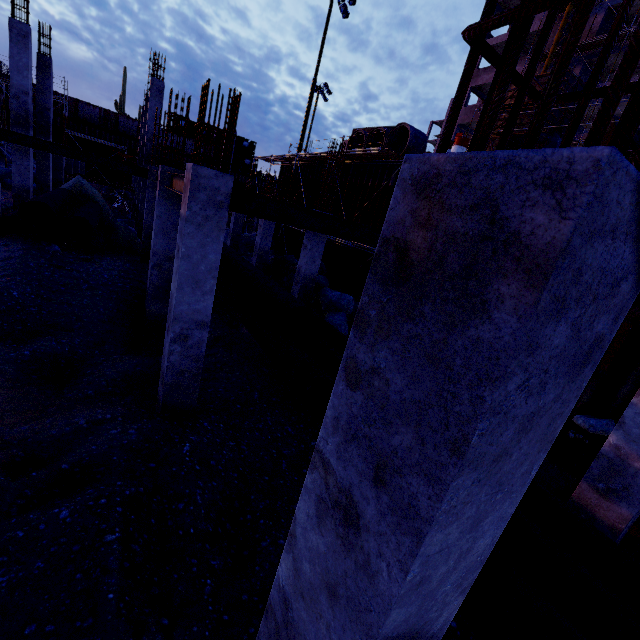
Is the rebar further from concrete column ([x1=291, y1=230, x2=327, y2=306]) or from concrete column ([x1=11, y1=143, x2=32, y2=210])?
concrete column ([x1=11, y1=143, x2=32, y2=210])

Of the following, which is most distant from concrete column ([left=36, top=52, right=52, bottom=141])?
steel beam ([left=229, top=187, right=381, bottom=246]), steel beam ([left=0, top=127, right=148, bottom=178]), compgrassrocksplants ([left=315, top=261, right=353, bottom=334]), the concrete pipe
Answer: steel beam ([left=229, top=187, right=381, bottom=246])

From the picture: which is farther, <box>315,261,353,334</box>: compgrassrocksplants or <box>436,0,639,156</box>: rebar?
<box>315,261,353,334</box>: compgrassrocksplants

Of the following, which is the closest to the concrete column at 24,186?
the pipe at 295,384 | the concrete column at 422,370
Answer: the pipe at 295,384

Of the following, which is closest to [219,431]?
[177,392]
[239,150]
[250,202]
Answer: [177,392]

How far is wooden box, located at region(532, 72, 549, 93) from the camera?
10.27m

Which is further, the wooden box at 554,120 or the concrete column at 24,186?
the concrete column at 24,186

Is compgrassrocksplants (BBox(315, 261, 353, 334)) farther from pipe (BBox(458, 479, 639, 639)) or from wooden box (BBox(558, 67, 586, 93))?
wooden box (BBox(558, 67, 586, 93))
